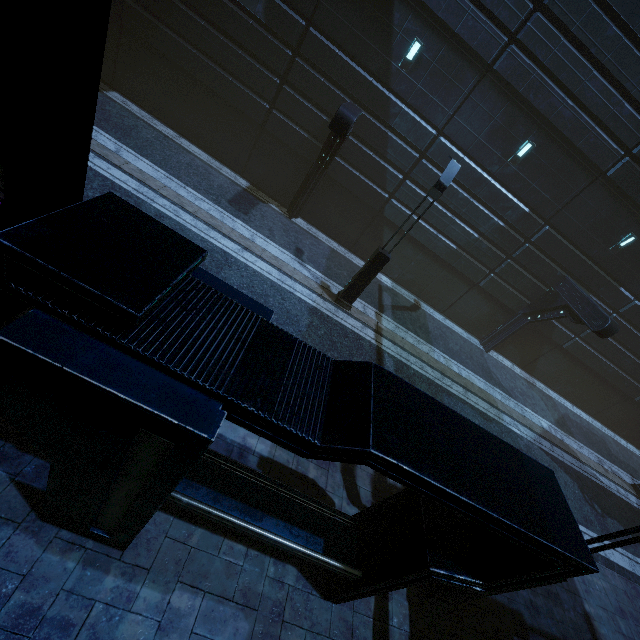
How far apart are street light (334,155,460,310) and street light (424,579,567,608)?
7.25m

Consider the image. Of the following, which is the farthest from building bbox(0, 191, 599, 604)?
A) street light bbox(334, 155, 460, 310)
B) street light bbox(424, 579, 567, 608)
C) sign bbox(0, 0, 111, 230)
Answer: street light bbox(334, 155, 460, 310)

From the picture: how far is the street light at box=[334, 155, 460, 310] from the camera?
9.0m

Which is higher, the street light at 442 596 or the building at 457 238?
the building at 457 238

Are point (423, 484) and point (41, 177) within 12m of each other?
yes

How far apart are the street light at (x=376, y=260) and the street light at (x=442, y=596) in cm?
725

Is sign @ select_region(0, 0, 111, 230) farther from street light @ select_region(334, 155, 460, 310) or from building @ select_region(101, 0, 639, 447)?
street light @ select_region(334, 155, 460, 310)

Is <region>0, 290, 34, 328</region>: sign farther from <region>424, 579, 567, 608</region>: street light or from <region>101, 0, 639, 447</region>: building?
<region>424, 579, 567, 608</region>: street light
